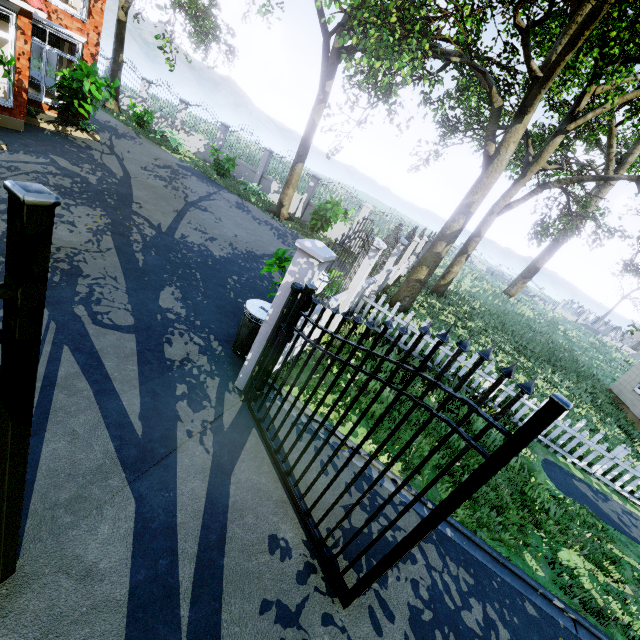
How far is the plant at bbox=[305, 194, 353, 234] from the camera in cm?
1427

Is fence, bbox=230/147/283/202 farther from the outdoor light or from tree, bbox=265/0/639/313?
tree, bbox=265/0/639/313

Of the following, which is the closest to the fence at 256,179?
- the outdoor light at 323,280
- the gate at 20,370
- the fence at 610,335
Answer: the outdoor light at 323,280

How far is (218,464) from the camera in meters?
3.9

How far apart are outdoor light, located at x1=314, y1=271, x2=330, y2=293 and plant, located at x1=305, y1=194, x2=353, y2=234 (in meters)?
10.51

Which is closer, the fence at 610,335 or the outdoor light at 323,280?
the outdoor light at 323,280

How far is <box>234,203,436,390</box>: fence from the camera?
4.1m

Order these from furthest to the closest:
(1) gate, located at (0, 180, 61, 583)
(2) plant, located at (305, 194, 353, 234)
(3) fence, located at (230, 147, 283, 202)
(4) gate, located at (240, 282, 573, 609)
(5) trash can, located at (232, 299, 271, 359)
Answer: (3) fence, located at (230, 147, 283, 202) < (2) plant, located at (305, 194, 353, 234) < (5) trash can, located at (232, 299, 271, 359) < (4) gate, located at (240, 282, 573, 609) < (1) gate, located at (0, 180, 61, 583)
